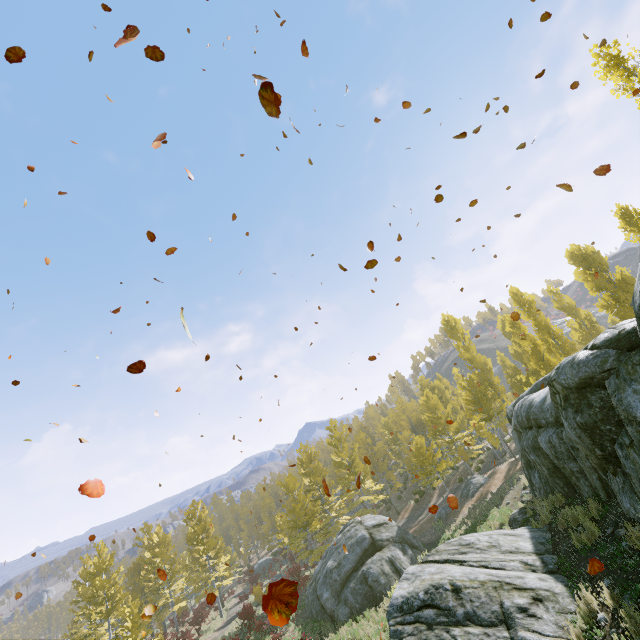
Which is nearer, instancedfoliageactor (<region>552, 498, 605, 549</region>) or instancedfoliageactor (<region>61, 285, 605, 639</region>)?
instancedfoliageactor (<region>552, 498, 605, 549</region>)

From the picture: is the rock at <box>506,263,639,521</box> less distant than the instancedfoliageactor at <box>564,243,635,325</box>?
Yes

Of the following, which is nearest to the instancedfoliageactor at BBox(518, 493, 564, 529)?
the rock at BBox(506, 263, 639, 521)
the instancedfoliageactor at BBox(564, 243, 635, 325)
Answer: the rock at BBox(506, 263, 639, 521)

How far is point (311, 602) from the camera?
20.3m

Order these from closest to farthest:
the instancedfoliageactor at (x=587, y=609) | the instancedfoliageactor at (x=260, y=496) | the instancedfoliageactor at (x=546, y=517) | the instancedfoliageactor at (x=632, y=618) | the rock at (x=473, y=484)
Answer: the instancedfoliageactor at (x=632, y=618)
the instancedfoliageactor at (x=587, y=609)
the instancedfoliageactor at (x=546, y=517)
the rock at (x=473, y=484)
the instancedfoliageactor at (x=260, y=496)

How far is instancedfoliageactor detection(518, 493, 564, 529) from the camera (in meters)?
9.77

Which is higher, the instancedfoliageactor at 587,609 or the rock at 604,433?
the rock at 604,433
